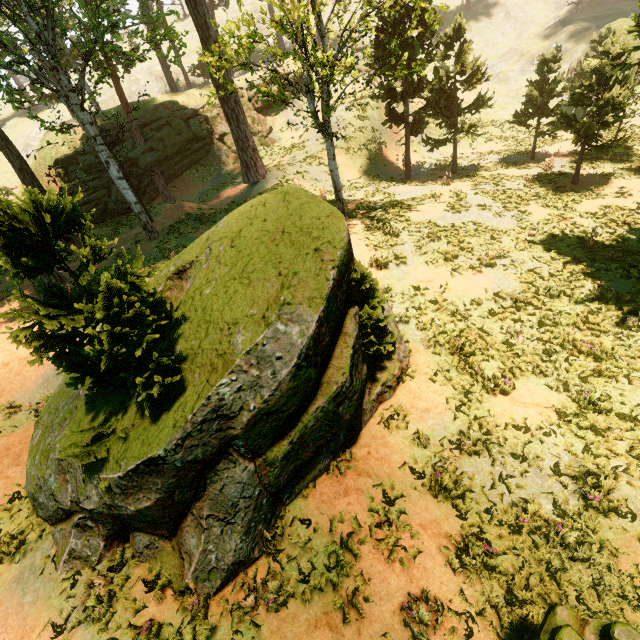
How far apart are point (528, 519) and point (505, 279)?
7.96m

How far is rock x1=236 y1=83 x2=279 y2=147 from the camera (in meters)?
33.34

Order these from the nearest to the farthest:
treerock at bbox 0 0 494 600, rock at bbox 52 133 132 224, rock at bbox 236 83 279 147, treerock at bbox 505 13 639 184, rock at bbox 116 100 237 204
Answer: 1. treerock at bbox 0 0 494 600
2. treerock at bbox 505 13 639 184
3. rock at bbox 52 133 132 224
4. rock at bbox 116 100 237 204
5. rock at bbox 236 83 279 147

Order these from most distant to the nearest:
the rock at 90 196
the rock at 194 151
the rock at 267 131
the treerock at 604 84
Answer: the rock at 267 131 → the rock at 194 151 → the rock at 90 196 → the treerock at 604 84

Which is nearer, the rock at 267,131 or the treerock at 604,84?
the treerock at 604,84

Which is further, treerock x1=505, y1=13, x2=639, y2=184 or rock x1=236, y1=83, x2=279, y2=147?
rock x1=236, y1=83, x2=279, y2=147
